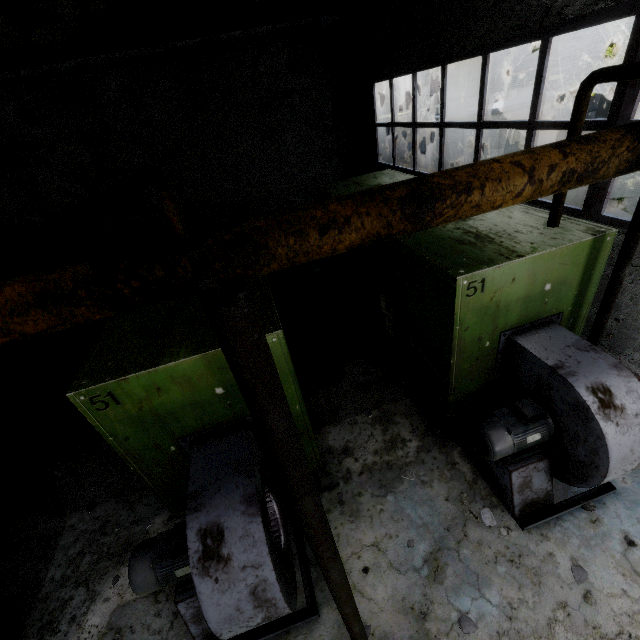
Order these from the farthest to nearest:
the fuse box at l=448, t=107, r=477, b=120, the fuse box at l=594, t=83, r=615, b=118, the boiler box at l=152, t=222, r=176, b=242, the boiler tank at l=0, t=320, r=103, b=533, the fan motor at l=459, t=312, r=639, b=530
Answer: the fuse box at l=594, t=83, r=615, b=118, the fuse box at l=448, t=107, r=477, b=120, the boiler box at l=152, t=222, r=176, b=242, the boiler tank at l=0, t=320, r=103, b=533, the fan motor at l=459, t=312, r=639, b=530

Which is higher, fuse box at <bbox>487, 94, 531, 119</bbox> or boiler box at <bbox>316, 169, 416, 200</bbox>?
fuse box at <bbox>487, 94, 531, 119</bbox>

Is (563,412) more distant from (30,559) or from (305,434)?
(30,559)

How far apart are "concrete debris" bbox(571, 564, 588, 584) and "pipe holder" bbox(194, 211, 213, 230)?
2.33m

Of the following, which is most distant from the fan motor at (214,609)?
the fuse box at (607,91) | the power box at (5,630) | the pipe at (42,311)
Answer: the fuse box at (607,91)

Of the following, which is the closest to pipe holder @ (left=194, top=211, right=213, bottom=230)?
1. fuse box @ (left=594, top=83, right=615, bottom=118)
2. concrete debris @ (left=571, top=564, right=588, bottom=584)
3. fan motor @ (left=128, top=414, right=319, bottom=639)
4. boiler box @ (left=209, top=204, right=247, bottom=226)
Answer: fan motor @ (left=128, top=414, right=319, bottom=639)

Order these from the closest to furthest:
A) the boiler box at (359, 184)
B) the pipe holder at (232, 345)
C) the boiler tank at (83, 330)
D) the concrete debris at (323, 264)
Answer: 1. the pipe holder at (232, 345)
2. the boiler tank at (83, 330)
3. the boiler box at (359, 184)
4. the concrete debris at (323, 264)

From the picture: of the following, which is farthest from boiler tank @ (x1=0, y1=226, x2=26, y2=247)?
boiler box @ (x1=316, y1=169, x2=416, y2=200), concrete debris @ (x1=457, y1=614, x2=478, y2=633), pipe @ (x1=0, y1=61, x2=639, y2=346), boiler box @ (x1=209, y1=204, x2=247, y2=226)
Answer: pipe @ (x1=0, y1=61, x2=639, y2=346)
